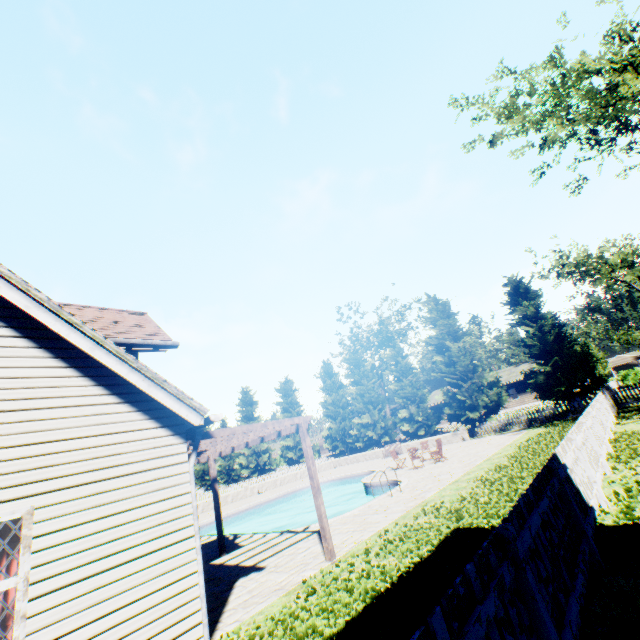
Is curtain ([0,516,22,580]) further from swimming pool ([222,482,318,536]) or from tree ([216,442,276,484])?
tree ([216,442,276,484])

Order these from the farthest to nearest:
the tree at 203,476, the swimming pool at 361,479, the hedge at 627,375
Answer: the tree at 203,476 → the hedge at 627,375 → the swimming pool at 361,479

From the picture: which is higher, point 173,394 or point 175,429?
point 173,394

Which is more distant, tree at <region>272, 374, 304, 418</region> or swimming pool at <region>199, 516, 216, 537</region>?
tree at <region>272, 374, 304, 418</region>

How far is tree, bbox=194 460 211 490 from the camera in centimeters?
5328cm

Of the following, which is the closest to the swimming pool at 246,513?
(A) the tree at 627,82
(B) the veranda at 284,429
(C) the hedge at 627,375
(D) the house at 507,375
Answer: (B) the veranda at 284,429

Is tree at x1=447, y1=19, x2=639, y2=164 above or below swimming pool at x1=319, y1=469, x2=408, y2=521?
above
